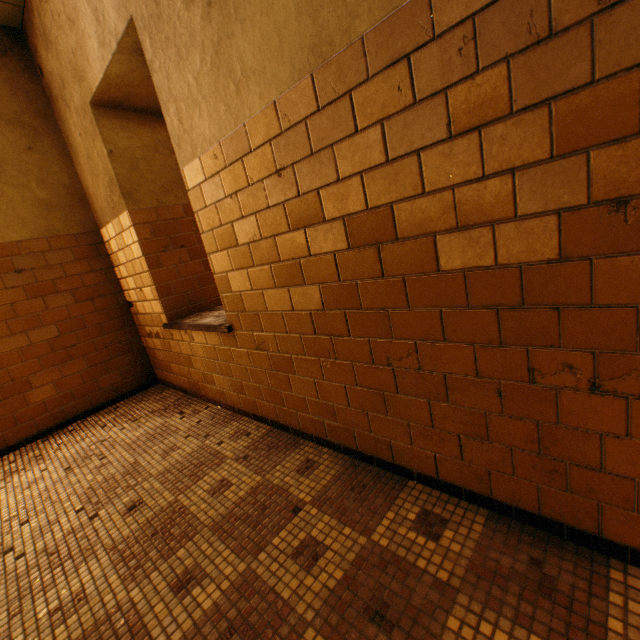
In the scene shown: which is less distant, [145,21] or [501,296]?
[501,296]
